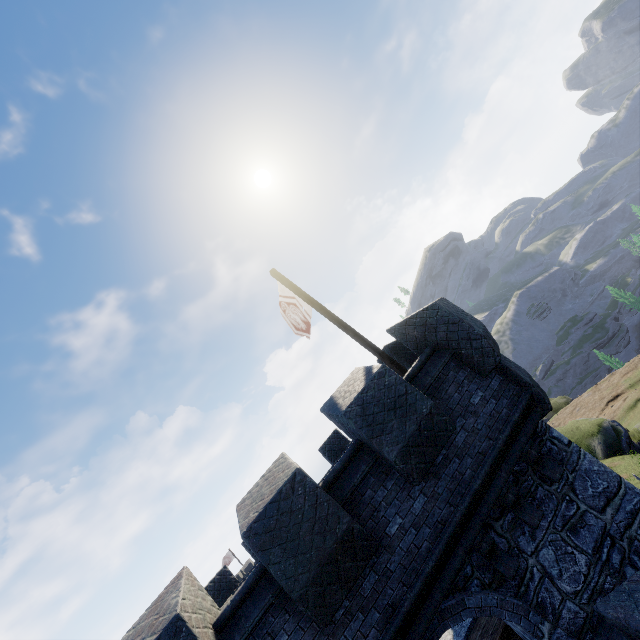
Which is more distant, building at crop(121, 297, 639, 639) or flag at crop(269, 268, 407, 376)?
flag at crop(269, 268, 407, 376)

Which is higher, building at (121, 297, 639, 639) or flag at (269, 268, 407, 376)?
flag at (269, 268, 407, 376)

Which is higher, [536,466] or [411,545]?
[411,545]

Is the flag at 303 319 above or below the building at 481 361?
above

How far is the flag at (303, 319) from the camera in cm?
825

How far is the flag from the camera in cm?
825
